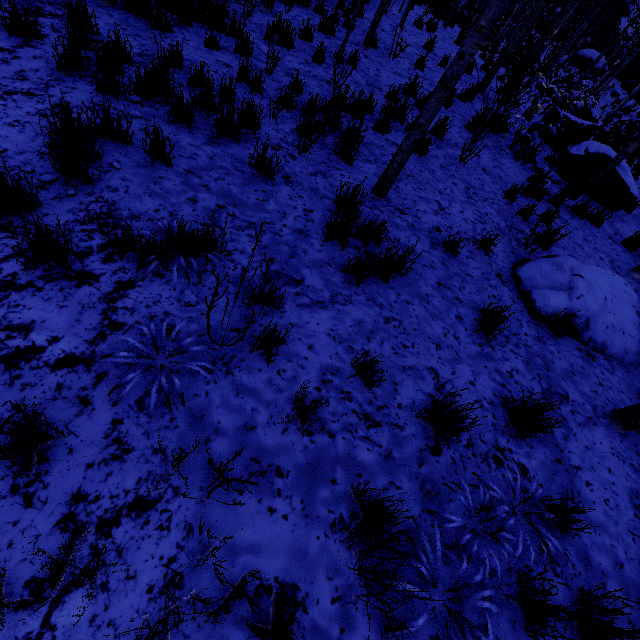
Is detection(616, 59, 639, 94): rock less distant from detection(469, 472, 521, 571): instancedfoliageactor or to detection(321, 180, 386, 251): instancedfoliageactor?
detection(469, 472, 521, 571): instancedfoliageactor

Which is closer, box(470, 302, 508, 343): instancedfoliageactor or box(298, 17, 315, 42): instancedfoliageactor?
box(470, 302, 508, 343): instancedfoliageactor

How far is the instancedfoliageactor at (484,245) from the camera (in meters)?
4.22

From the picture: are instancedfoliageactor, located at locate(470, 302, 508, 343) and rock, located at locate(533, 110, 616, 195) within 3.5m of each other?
no

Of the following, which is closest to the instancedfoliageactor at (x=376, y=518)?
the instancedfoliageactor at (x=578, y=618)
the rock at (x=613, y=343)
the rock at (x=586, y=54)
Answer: the rock at (x=586, y=54)

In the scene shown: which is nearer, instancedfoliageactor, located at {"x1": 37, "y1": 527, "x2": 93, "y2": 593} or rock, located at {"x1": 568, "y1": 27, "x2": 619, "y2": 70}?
instancedfoliageactor, located at {"x1": 37, "y1": 527, "x2": 93, "y2": 593}

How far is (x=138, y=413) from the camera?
1.9m

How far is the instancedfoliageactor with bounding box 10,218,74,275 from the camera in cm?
207
